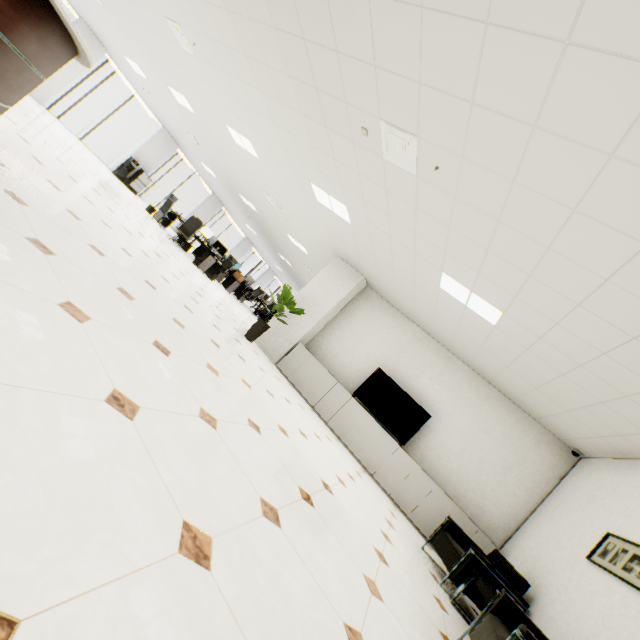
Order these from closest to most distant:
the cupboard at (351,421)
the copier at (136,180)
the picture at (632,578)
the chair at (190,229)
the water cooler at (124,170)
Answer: the picture at (632,578)
the cupboard at (351,421)
the chair at (190,229)
the water cooler at (124,170)
the copier at (136,180)

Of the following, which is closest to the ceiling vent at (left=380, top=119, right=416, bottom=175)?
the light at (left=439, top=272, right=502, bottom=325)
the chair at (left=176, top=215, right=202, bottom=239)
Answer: the light at (left=439, top=272, right=502, bottom=325)

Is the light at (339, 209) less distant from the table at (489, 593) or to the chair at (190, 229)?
the table at (489, 593)

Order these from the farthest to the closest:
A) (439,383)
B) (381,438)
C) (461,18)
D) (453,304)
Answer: (439,383) → (381,438) → (453,304) → (461,18)

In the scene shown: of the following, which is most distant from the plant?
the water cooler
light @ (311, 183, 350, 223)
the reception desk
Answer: the water cooler

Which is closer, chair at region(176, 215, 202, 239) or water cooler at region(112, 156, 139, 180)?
chair at region(176, 215, 202, 239)

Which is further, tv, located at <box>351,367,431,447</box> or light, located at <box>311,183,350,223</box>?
tv, located at <box>351,367,431,447</box>

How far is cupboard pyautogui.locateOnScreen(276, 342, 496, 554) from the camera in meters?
5.5 m
